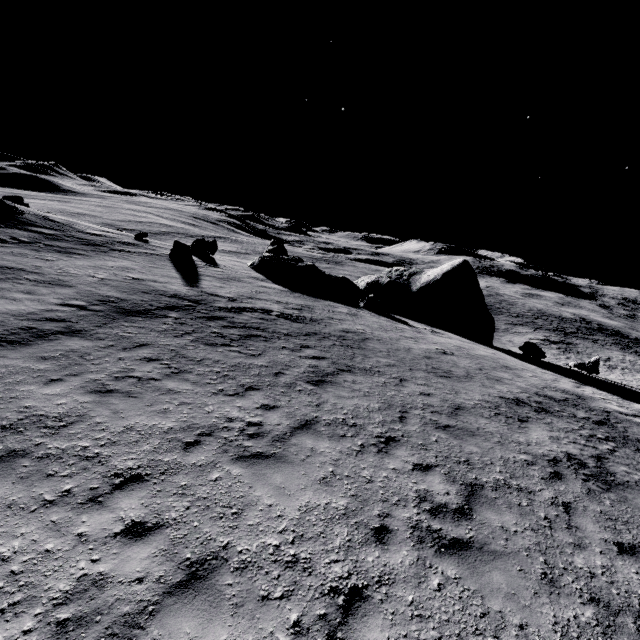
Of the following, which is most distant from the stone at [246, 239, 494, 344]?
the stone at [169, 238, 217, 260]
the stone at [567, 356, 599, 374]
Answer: the stone at [169, 238, 217, 260]

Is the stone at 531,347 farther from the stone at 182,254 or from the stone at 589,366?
the stone at 182,254

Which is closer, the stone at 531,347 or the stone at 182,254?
the stone at 182,254

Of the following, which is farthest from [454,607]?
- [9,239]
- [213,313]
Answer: [9,239]

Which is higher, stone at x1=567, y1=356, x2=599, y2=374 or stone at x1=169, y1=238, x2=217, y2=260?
stone at x1=169, y1=238, x2=217, y2=260

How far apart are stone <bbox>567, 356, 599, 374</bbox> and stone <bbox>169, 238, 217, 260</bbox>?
31.42m

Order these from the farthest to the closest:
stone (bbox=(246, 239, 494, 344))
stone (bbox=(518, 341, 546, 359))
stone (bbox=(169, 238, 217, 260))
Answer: stone (bbox=(246, 239, 494, 344)) → stone (bbox=(518, 341, 546, 359)) → stone (bbox=(169, 238, 217, 260))
